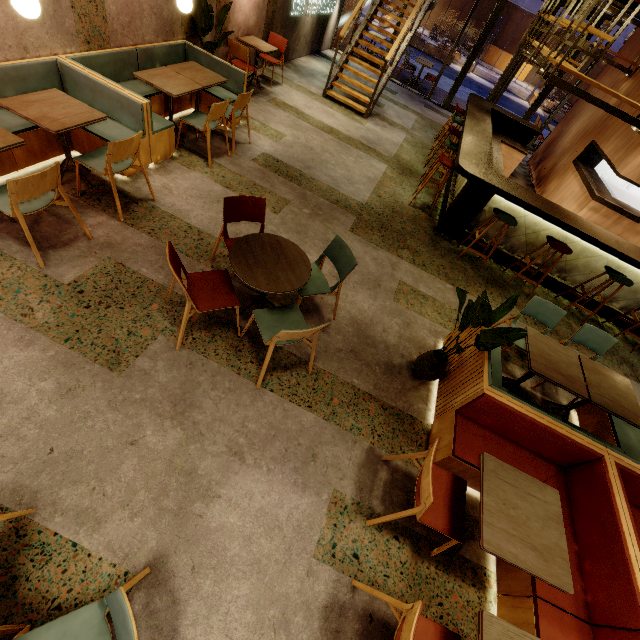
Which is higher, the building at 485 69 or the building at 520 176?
the building at 520 176

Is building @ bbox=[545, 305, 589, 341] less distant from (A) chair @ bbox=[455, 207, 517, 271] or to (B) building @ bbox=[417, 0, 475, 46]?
(A) chair @ bbox=[455, 207, 517, 271]

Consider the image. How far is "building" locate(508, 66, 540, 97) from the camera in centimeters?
2320cm

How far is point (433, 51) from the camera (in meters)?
20.41

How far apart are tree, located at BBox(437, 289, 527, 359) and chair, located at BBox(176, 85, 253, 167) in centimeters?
394cm

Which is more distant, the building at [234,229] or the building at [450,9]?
the building at [450,9]

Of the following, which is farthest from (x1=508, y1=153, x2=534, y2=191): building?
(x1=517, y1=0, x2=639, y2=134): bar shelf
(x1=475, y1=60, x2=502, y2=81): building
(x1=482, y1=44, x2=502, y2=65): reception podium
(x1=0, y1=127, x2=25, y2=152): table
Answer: (x1=482, y1=44, x2=502, y2=65): reception podium

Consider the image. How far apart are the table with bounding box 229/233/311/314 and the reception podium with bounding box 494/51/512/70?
34.1 meters
